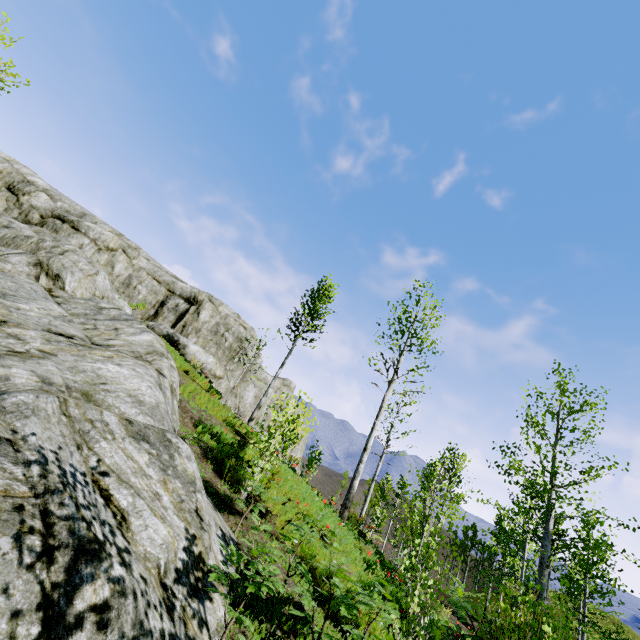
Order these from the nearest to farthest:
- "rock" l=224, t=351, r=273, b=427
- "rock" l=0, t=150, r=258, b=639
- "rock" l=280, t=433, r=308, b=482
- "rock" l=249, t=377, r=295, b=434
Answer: "rock" l=0, t=150, r=258, b=639, "rock" l=280, t=433, r=308, b=482, "rock" l=224, t=351, r=273, b=427, "rock" l=249, t=377, r=295, b=434

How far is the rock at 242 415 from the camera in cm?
2395

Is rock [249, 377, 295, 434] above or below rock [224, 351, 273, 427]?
above

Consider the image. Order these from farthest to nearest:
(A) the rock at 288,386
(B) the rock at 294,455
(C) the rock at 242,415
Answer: (A) the rock at 288,386, (C) the rock at 242,415, (B) the rock at 294,455

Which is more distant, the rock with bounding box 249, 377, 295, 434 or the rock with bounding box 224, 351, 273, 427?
the rock with bounding box 249, 377, 295, 434

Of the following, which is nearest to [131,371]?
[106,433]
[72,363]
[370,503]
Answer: [72,363]

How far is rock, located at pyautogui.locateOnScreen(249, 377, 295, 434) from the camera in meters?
30.1
